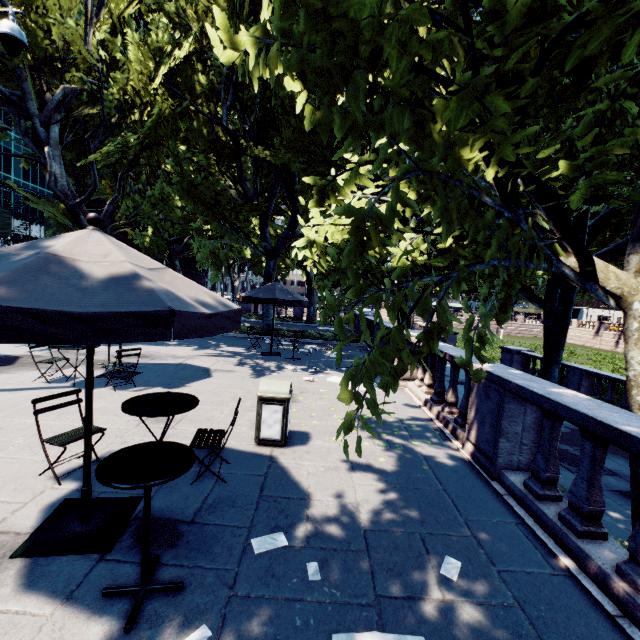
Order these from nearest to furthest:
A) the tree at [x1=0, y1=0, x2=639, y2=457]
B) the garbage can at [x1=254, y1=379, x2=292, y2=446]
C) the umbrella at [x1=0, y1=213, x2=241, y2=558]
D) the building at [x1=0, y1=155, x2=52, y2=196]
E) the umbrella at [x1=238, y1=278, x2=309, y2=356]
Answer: the umbrella at [x1=0, y1=213, x2=241, y2=558]
the tree at [x1=0, y1=0, x2=639, y2=457]
the garbage can at [x1=254, y1=379, x2=292, y2=446]
the umbrella at [x1=238, y1=278, x2=309, y2=356]
the building at [x1=0, y1=155, x2=52, y2=196]

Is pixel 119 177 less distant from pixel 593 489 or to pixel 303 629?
pixel 303 629

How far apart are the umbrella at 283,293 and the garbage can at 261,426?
6.3 meters

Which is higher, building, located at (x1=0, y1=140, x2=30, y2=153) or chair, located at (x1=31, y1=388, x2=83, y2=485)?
building, located at (x1=0, y1=140, x2=30, y2=153)

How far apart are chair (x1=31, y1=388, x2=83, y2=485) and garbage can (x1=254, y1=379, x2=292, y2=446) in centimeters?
209cm

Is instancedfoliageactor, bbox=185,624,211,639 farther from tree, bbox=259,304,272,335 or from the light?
the light

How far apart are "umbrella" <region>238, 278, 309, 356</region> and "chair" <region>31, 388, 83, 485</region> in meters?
7.6

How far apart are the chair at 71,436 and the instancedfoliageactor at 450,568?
4.4 meters
